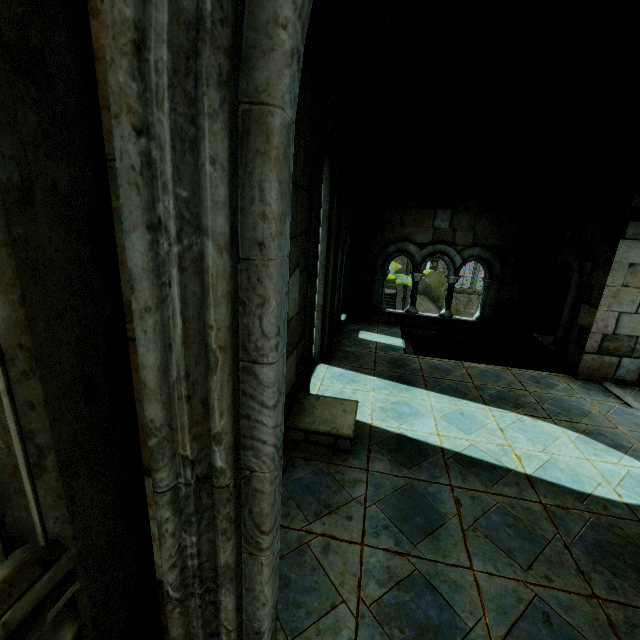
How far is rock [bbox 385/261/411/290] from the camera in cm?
3092

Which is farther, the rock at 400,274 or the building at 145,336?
the rock at 400,274

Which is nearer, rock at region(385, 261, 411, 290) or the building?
the building

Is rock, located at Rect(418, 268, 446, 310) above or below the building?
below

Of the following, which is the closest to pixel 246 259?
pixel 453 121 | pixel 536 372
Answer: pixel 536 372

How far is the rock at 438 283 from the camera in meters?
31.3
